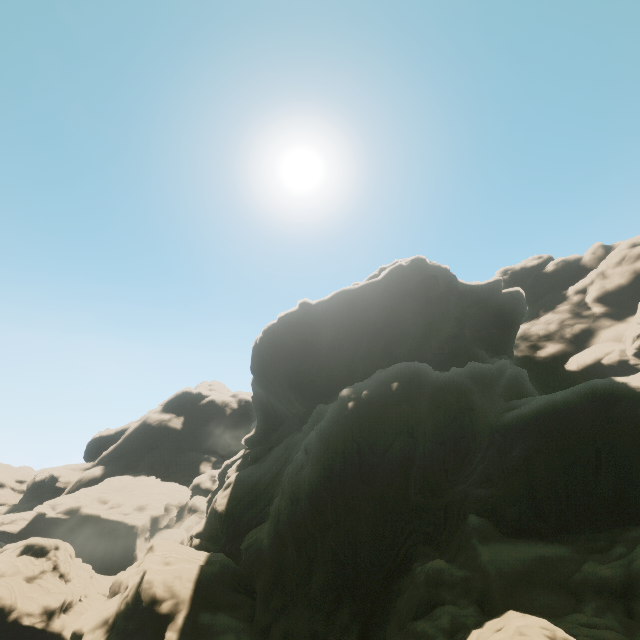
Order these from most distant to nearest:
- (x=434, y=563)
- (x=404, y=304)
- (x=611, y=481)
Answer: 1. (x=404, y=304)
2. (x=611, y=481)
3. (x=434, y=563)
